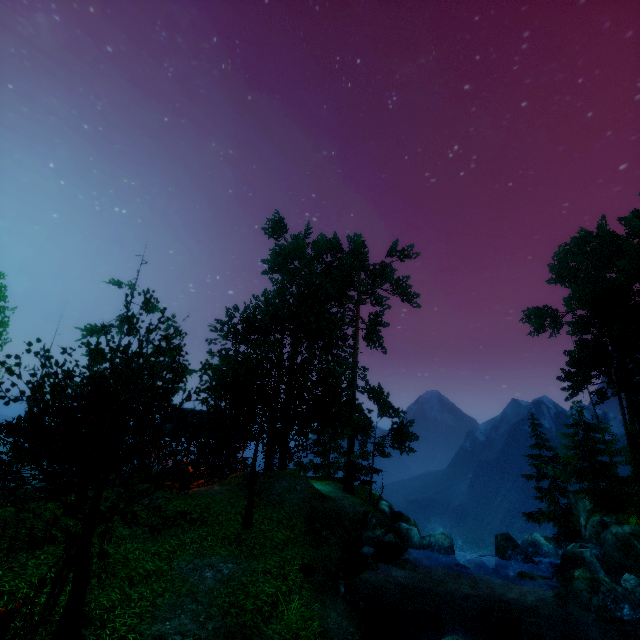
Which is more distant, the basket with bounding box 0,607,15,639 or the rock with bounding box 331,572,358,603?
the rock with bounding box 331,572,358,603

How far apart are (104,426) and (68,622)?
3.7 meters

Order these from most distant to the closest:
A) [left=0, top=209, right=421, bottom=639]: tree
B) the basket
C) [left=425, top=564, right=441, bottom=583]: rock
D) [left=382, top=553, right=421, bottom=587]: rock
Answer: [left=425, top=564, right=441, bottom=583]: rock
[left=382, top=553, right=421, bottom=587]: rock
[left=0, top=209, right=421, bottom=639]: tree
the basket

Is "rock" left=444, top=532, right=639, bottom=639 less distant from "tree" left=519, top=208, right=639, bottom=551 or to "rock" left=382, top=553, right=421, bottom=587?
"rock" left=382, top=553, right=421, bottom=587

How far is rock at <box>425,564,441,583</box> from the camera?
15.0 meters

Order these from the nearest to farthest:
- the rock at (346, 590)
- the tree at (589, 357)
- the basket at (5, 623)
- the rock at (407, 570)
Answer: the basket at (5, 623) < the rock at (346, 590) < the rock at (407, 570) < the tree at (589, 357)

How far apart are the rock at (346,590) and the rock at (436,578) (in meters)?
6.18

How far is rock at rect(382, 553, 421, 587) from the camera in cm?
1346
